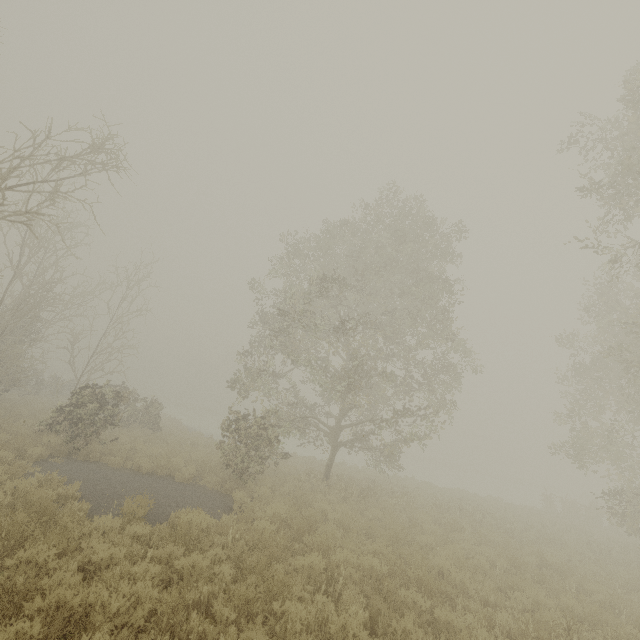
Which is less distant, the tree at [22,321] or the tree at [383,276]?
the tree at [22,321]

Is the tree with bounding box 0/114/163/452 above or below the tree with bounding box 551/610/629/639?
above

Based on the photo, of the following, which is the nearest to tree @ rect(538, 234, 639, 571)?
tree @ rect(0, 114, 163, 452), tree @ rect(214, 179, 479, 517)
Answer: tree @ rect(214, 179, 479, 517)

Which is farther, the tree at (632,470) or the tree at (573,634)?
the tree at (632,470)

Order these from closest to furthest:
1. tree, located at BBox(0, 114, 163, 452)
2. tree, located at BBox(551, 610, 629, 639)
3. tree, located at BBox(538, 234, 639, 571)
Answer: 1. tree, located at BBox(551, 610, 629, 639)
2. tree, located at BBox(0, 114, 163, 452)
3. tree, located at BBox(538, 234, 639, 571)

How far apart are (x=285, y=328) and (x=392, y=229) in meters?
7.1 m

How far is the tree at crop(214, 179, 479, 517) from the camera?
13.3 meters
